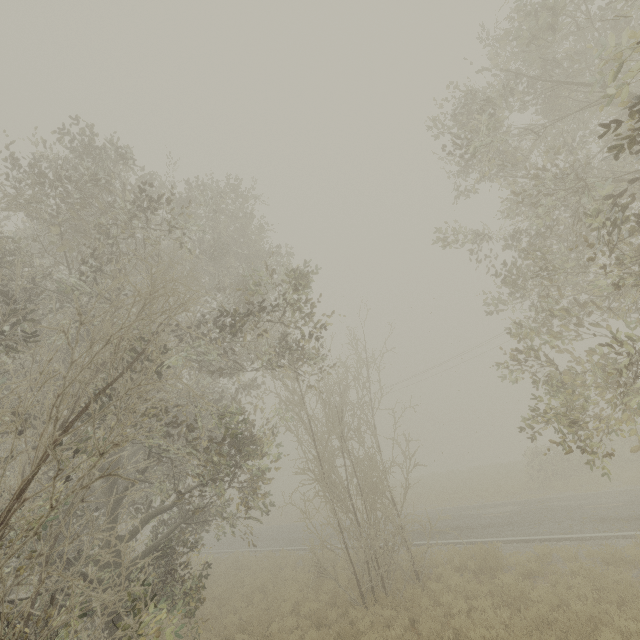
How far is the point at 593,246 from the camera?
5.4m
